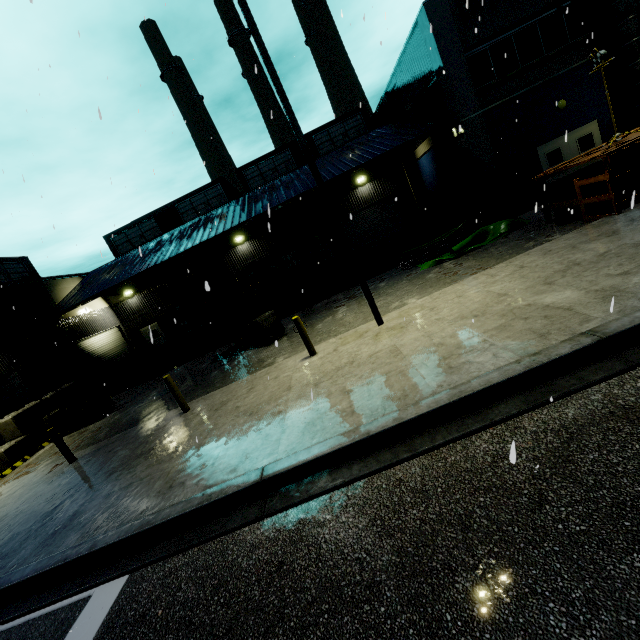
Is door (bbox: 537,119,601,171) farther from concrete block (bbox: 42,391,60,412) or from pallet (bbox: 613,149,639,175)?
concrete block (bbox: 42,391,60,412)

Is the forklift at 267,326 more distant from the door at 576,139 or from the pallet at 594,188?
the door at 576,139

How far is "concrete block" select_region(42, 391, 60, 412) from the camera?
15.30m

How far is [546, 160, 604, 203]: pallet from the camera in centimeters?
991cm

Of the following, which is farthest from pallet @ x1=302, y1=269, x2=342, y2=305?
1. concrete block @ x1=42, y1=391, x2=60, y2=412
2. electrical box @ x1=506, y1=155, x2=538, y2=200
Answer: concrete block @ x1=42, y1=391, x2=60, y2=412

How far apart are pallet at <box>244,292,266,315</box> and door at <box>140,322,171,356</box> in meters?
5.0

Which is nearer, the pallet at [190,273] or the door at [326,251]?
the pallet at [190,273]

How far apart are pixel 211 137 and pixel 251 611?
12.9 meters
